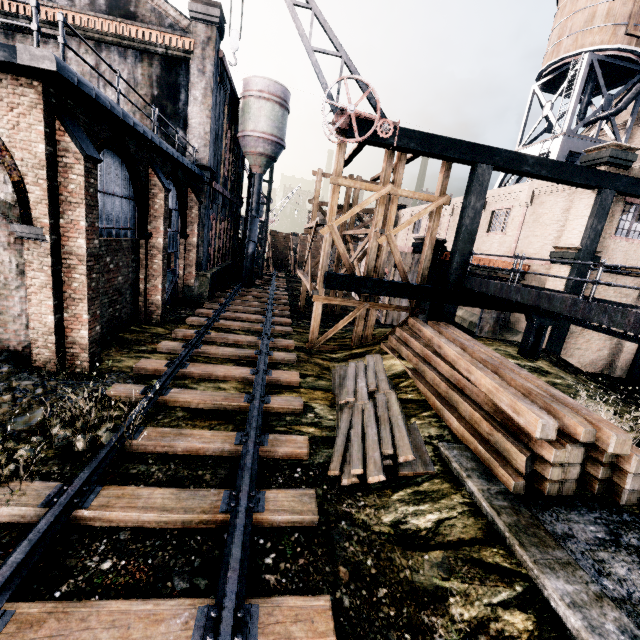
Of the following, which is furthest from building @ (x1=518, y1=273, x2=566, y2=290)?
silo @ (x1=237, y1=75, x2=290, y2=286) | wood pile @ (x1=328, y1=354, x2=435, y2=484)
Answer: silo @ (x1=237, y1=75, x2=290, y2=286)

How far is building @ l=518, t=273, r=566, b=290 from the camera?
15.8m

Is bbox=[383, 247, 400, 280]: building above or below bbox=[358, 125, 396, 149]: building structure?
below

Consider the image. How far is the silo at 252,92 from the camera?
26.3 meters

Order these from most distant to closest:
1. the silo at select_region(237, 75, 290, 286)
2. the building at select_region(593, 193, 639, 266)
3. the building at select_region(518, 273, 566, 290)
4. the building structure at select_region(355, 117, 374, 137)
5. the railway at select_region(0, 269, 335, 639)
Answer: the silo at select_region(237, 75, 290, 286) < the building at select_region(518, 273, 566, 290) < the building at select_region(593, 193, 639, 266) < the building structure at select_region(355, 117, 374, 137) < the railway at select_region(0, 269, 335, 639)

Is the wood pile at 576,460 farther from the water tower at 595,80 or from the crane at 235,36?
the water tower at 595,80

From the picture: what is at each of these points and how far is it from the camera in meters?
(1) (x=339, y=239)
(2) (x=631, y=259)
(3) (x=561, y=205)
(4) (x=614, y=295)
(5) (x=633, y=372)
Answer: (1) wooden scaffolding, 14.4
(2) building, 15.9
(3) building, 17.0
(4) building, 16.5
(5) building structure, 17.1
